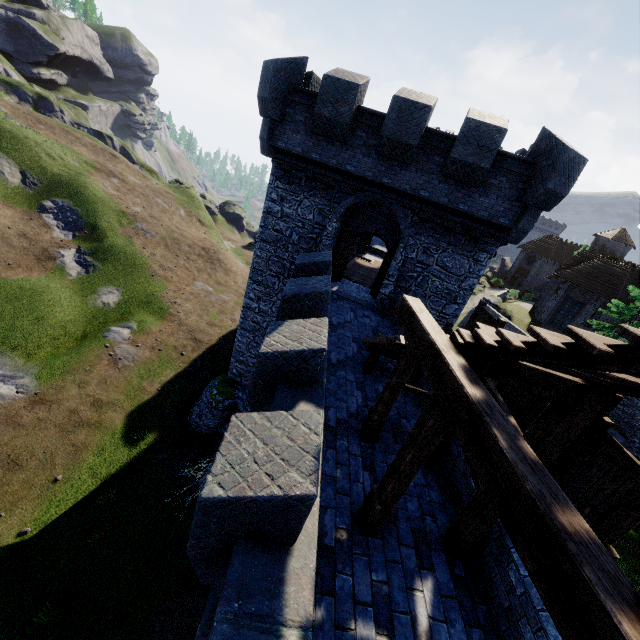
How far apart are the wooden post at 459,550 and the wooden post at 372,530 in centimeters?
134cm

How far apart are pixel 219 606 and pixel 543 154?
13.73m

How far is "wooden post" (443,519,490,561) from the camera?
5.15m

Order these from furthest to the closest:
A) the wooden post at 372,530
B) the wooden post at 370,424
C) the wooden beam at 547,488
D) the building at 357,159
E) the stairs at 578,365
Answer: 1. the building at 357,159
2. the wooden post at 370,424
3. the wooden post at 372,530
4. the stairs at 578,365
5. the wooden beam at 547,488

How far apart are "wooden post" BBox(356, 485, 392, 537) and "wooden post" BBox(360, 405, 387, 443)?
1.6 meters

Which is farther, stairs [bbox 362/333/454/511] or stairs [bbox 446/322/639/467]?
stairs [bbox 362/333/454/511]

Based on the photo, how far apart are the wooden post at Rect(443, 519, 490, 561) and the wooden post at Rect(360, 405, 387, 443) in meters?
2.1

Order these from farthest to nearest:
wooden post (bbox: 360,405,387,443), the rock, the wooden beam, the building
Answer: the rock < the building < wooden post (bbox: 360,405,387,443) < the wooden beam
